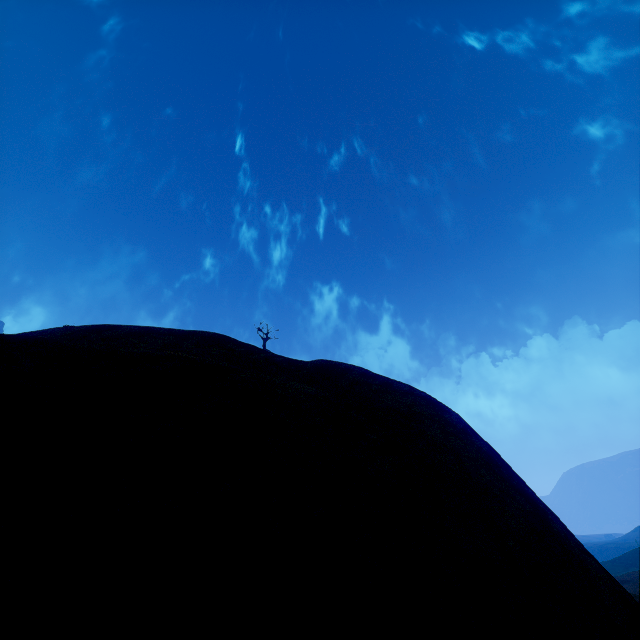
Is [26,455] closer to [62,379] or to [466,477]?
[62,379]
